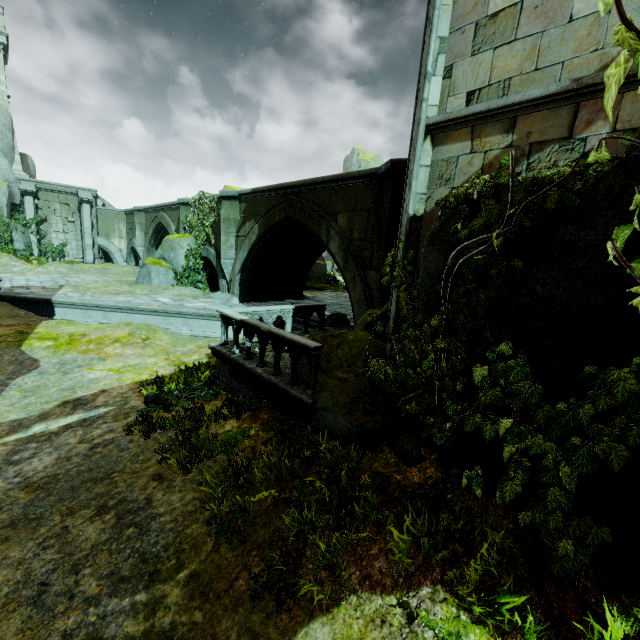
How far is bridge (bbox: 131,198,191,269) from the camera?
18.5 meters

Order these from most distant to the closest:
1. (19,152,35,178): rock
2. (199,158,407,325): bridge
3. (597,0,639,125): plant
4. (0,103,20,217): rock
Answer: (19,152,35,178): rock < (0,103,20,217): rock < (199,158,407,325): bridge < (597,0,639,125): plant

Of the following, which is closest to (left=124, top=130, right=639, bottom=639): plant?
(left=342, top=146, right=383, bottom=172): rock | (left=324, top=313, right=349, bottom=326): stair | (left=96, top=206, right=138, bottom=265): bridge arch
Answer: (left=324, top=313, right=349, bottom=326): stair

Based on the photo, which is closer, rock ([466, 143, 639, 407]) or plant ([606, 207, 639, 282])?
plant ([606, 207, 639, 282])

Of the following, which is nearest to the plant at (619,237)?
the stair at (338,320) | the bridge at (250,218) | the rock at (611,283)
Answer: the rock at (611,283)

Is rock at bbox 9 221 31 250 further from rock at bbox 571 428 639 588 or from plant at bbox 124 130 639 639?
plant at bbox 124 130 639 639

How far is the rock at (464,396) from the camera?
3.87m

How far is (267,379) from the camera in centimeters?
647cm
